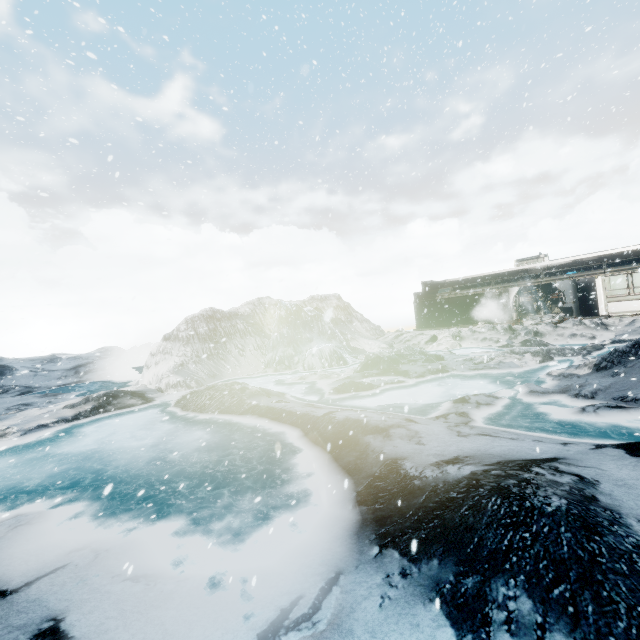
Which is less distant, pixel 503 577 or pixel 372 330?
pixel 503 577
